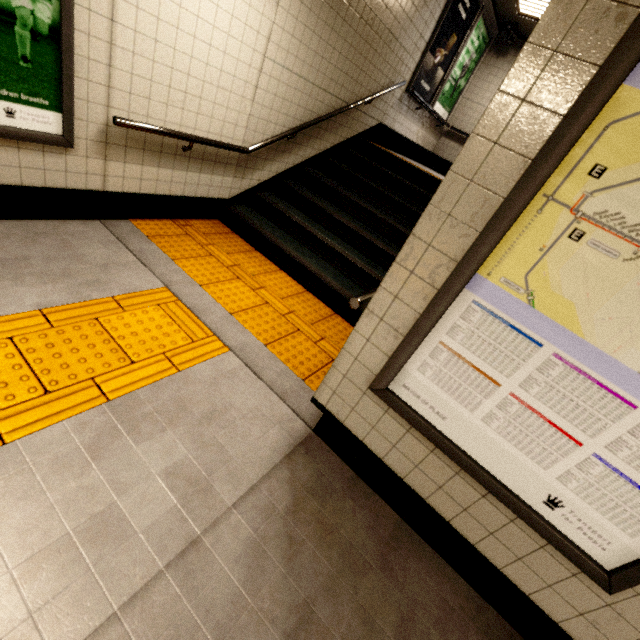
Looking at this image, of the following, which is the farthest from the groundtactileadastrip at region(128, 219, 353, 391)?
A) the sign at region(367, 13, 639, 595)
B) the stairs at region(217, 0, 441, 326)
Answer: the sign at region(367, 13, 639, 595)

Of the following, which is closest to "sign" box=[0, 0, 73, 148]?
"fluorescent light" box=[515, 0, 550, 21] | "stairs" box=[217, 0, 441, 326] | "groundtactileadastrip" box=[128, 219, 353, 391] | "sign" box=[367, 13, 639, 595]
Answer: "groundtactileadastrip" box=[128, 219, 353, 391]

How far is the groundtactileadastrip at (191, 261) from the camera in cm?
288

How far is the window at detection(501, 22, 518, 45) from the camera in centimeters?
652cm

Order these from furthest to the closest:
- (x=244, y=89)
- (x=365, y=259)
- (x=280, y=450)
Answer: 1. (x=365, y=259)
2. (x=244, y=89)
3. (x=280, y=450)

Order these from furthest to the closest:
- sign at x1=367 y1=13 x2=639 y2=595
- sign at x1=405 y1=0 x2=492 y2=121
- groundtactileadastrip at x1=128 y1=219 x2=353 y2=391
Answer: sign at x1=405 y1=0 x2=492 y2=121 → groundtactileadastrip at x1=128 y1=219 x2=353 y2=391 → sign at x1=367 y1=13 x2=639 y2=595

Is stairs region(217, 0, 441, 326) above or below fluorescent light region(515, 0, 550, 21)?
below

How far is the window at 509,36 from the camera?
6.5 meters
